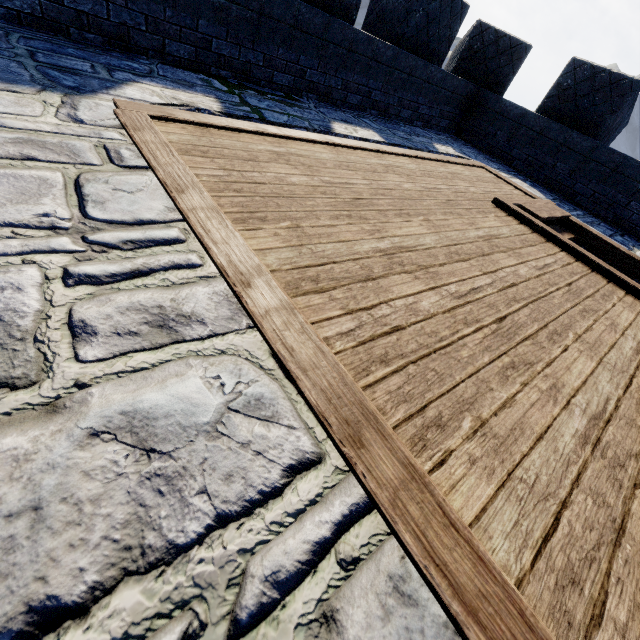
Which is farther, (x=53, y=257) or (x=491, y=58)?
(x=491, y=58)
